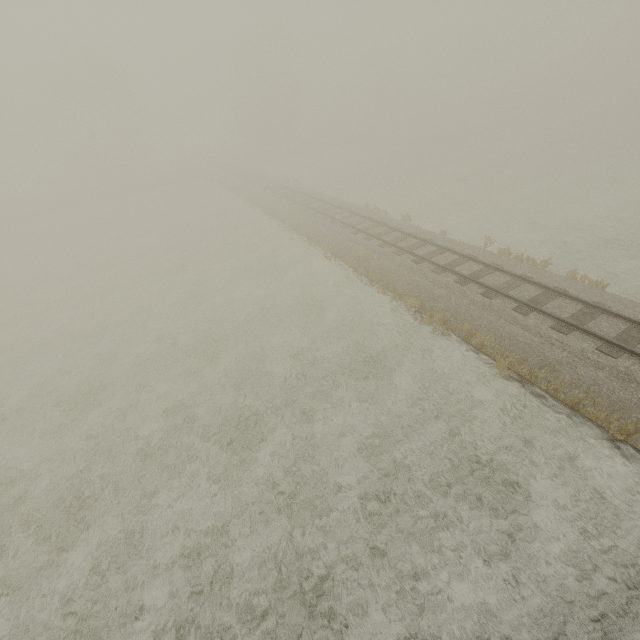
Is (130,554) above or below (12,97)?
below
